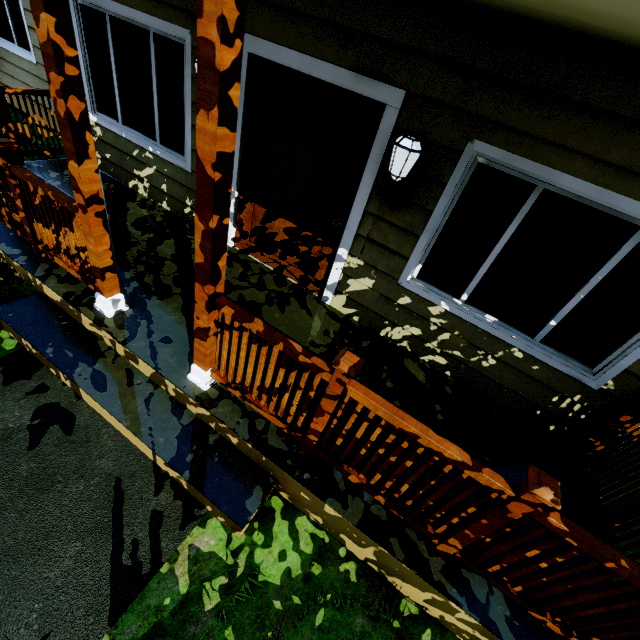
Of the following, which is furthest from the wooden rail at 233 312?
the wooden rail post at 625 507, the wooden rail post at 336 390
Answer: the wooden rail post at 625 507

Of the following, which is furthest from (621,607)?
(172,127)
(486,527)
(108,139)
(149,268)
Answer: (108,139)

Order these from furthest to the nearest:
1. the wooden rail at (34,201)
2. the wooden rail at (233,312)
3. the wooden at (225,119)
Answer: the wooden rail at (34,201), the wooden rail at (233,312), the wooden at (225,119)

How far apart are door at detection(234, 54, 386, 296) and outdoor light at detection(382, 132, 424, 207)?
0.3 meters

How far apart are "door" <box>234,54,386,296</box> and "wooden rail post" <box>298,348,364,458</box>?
1.9m

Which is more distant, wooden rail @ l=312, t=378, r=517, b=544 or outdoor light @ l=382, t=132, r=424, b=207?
outdoor light @ l=382, t=132, r=424, b=207

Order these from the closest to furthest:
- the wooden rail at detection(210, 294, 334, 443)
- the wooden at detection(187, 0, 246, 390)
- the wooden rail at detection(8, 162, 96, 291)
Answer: the wooden at detection(187, 0, 246, 390) → the wooden rail at detection(210, 294, 334, 443) → the wooden rail at detection(8, 162, 96, 291)

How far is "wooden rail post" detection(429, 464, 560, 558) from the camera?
1.5 meters
